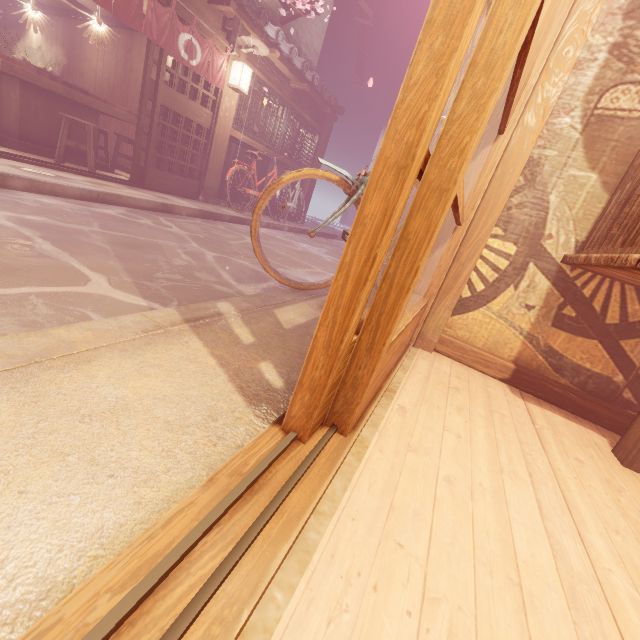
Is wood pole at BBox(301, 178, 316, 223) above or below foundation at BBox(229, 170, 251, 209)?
above

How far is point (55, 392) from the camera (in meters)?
1.60

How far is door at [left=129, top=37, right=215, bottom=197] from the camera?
9.2m

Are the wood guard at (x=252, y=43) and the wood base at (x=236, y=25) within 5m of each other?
yes

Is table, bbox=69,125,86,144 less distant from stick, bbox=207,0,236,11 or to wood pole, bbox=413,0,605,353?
stick, bbox=207,0,236,11

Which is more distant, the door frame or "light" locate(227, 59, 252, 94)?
"light" locate(227, 59, 252, 94)

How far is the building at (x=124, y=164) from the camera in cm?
1264

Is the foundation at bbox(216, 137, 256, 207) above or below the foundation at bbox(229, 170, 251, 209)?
above
